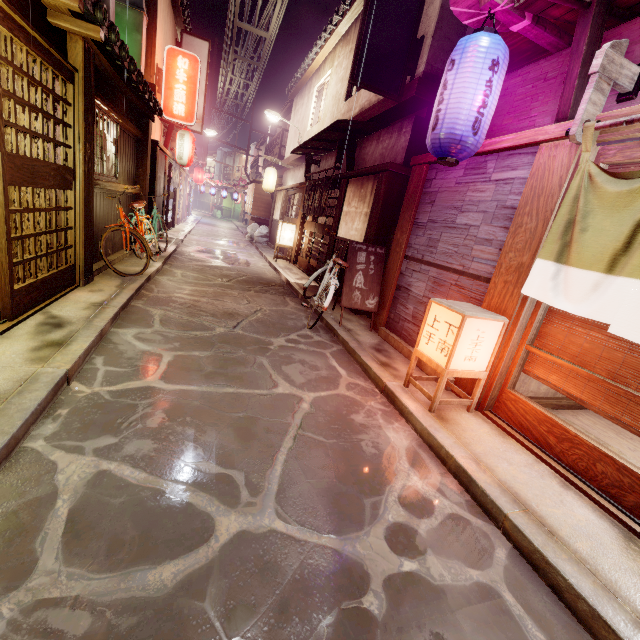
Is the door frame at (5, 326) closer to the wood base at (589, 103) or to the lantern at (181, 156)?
the wood base at (589, 103)

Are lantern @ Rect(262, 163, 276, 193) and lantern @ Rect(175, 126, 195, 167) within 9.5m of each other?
yes

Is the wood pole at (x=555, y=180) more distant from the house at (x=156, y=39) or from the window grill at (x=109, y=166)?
the house at (x=156, y=39)

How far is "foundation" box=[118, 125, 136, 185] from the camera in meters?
12.3

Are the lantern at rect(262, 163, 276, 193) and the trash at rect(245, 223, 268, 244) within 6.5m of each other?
yes

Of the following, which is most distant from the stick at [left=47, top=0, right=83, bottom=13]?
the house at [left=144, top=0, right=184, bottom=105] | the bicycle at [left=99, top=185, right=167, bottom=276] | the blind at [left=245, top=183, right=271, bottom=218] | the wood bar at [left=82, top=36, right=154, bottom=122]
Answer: the blind at [left=245, top=183, right=271, bottom=218]

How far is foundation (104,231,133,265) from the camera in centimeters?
1184cm

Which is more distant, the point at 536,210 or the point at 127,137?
the point at 127,137
